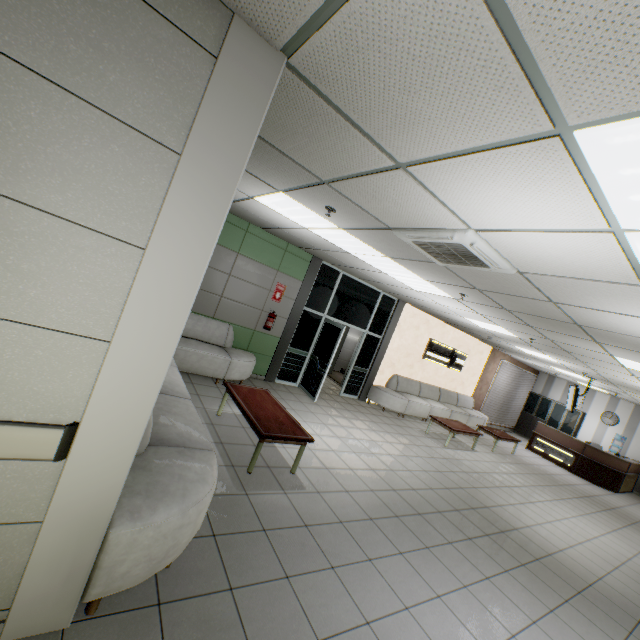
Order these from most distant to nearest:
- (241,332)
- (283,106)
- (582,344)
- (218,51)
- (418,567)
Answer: (241,332) → (582,344) → (418,567) → (283,106) → (218,51)

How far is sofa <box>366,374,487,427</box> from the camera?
9.5 meters

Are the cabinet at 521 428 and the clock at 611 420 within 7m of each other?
yes

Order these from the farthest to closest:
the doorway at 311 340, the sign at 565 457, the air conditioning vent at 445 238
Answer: the sign at 565 457 → the doorway at 311 340 → the air conditioning vent at 445 238

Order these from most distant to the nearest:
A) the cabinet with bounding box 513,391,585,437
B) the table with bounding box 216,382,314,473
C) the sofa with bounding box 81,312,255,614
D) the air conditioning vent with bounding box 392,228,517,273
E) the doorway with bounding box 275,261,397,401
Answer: the cabinet with bounding box 513,391,585,437
the doorway with bounding box 275,261,397,401
the table with bounding box 216,382,314,473
the air conditioning vent with bounding box 392,228,517,273
the sofa with bounding box 81,312,255,614

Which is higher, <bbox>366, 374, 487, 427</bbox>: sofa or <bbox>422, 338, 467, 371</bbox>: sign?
<bbox>422, 338, 467, 371</bbox>: sign

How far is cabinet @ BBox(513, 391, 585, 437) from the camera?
14.06m

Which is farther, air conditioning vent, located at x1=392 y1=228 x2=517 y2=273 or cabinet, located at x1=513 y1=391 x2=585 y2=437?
cabinet, located at x1=513 y1=391 x2=585 y2=437
